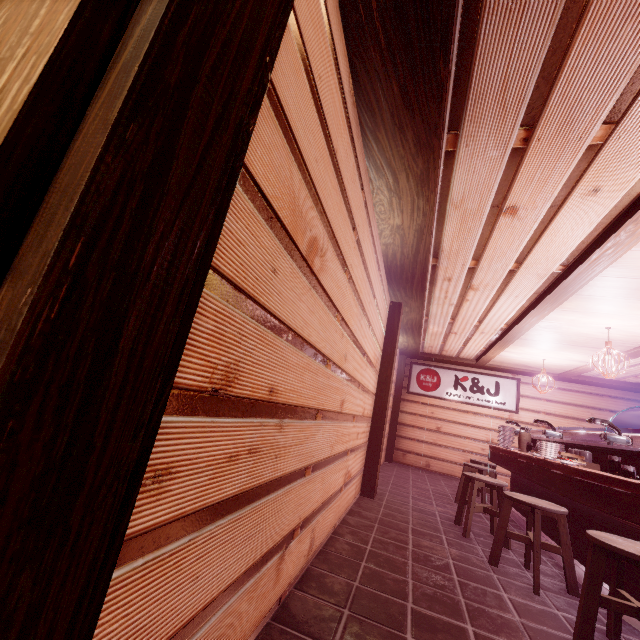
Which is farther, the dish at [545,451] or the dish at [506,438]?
the dish at [506,438]

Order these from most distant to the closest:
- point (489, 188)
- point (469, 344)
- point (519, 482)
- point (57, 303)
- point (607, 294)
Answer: point (469, 344)
point (519, 482)
point (607, 294)
point (489, 188)
point (57, 303)

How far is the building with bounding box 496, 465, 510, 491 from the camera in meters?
14.1

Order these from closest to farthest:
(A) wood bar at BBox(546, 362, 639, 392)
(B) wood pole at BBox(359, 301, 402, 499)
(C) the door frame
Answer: (C) the door frame → (B) wood pole at BBox(359, 301, 402, 499) → (A) wood bar at BBox(546, 362, 639, 392)

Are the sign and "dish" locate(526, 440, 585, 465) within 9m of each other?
no

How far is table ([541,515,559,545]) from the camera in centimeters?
655cm

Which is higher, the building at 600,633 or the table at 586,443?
the table at 586,443
